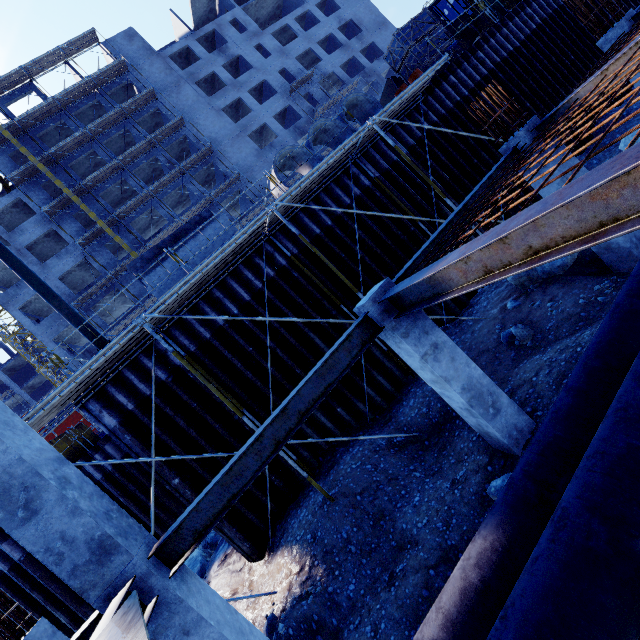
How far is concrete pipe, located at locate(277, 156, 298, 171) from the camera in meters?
11.2

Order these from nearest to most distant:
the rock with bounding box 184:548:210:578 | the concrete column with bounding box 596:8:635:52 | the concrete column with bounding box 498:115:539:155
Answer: → the concrete column with bounding box 498:115:539:155 < the concrete column with bounding box 596:8:635:52 < the rock with bounding box 184:548:210:578

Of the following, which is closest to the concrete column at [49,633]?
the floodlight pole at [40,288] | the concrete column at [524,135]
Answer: the floodlight pole at [40,288]

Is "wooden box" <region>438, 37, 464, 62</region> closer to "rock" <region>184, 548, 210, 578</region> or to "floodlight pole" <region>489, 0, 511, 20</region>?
"floodlight pole" <region>489, 0, 511, 20</region>

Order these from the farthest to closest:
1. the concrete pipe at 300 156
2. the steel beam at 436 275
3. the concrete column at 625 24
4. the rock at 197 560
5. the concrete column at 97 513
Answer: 1. the concrete pipe at 300 156
2. the rock at 197 560
3. the concrete column at 625 24
4. the concrete column at 97 513
5. the steel beam at 436 275

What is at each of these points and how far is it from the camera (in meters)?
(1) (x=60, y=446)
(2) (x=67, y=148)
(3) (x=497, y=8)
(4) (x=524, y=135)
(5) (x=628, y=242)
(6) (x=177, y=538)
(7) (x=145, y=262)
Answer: (1) dumpster, 14.97
(2) scaffolding, 30.44
(3) floodlight pole, 14.55
(4) concrete column, 6.40
(5) concrete column, 6.54
(6) steel beam, 4.16
(7) concrete beam, 12.29

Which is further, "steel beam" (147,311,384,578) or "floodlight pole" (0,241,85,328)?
"floodlight pole" (0,241,85,328)

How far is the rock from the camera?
9.5 meters
